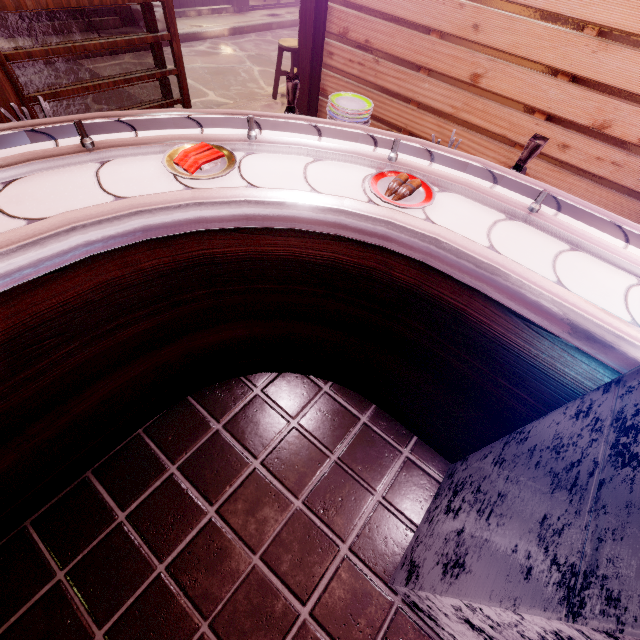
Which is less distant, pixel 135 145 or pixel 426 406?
pixel 135 145

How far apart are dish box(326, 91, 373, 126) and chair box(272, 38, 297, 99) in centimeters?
626cm

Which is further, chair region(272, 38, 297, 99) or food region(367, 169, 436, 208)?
chair region(272, 38, 297, 99)

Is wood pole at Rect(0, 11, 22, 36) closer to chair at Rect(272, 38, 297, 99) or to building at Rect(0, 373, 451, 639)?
chair at Rect(272, 38, 297, 99)

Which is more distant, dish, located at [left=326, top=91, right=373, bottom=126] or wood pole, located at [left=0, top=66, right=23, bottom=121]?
wood pole, located at [left=0, top=66, right=23, bottom=121]

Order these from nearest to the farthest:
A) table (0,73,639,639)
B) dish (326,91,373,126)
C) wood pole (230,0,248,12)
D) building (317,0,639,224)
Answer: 1. table (0,73,639,639)
2. dish (326,91,373,126)
3. building (317,0,639,224)
4. wood pole (230,0,248,12)

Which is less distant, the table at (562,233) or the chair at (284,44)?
the table at (562,233)

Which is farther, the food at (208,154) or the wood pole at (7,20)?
the wood pole at (7,20)
